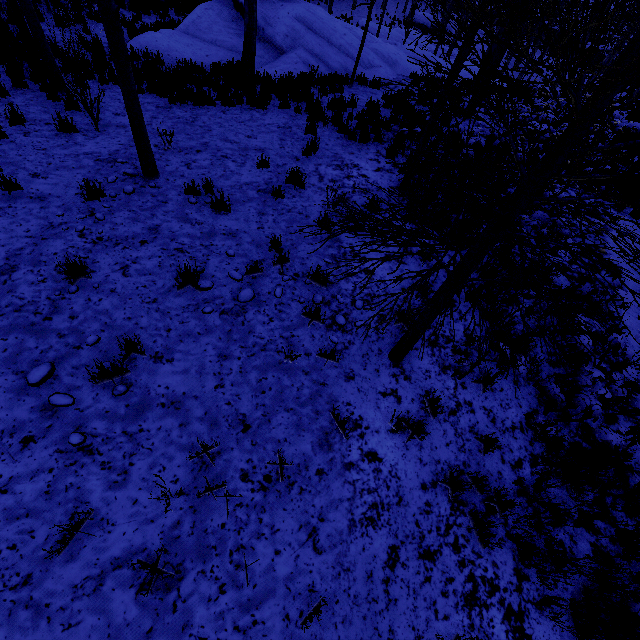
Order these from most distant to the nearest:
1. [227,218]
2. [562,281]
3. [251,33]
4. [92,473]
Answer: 1. [251,33]
2. [562,281]
3. [227,218]
4. [92,473]

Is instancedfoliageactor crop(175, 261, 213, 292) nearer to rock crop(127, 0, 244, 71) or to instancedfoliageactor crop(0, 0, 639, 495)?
instancedfoliageactor crop(0, 0, 639, 495)

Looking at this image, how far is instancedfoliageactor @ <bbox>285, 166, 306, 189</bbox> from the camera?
6.3 meters

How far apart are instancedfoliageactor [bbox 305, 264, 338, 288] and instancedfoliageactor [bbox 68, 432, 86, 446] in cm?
315

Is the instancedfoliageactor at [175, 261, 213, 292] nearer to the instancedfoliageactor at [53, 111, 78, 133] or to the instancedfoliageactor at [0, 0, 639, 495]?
the instancedfoliageactor at [53, 111, 78, 133]

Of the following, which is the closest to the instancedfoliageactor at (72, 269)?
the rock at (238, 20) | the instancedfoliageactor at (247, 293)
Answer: the instancedfoliageactor at (247, 293)

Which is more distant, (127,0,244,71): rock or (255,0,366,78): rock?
(255,0,366,78): rock

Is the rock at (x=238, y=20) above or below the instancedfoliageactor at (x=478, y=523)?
below
